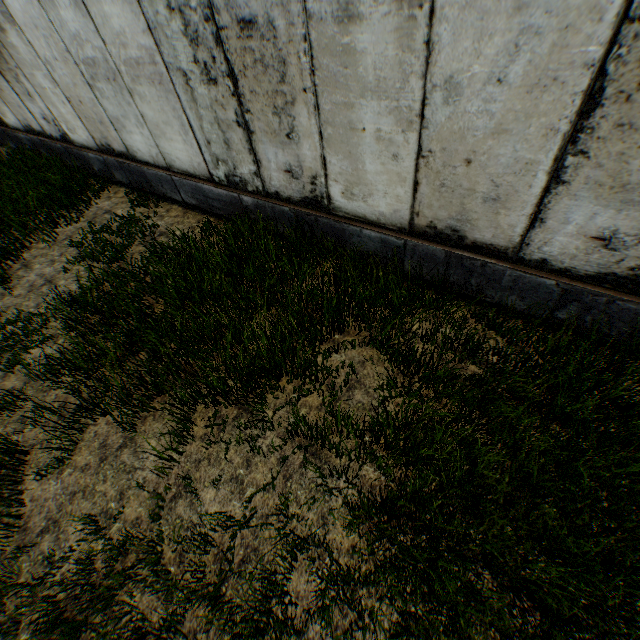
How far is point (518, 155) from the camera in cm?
287
